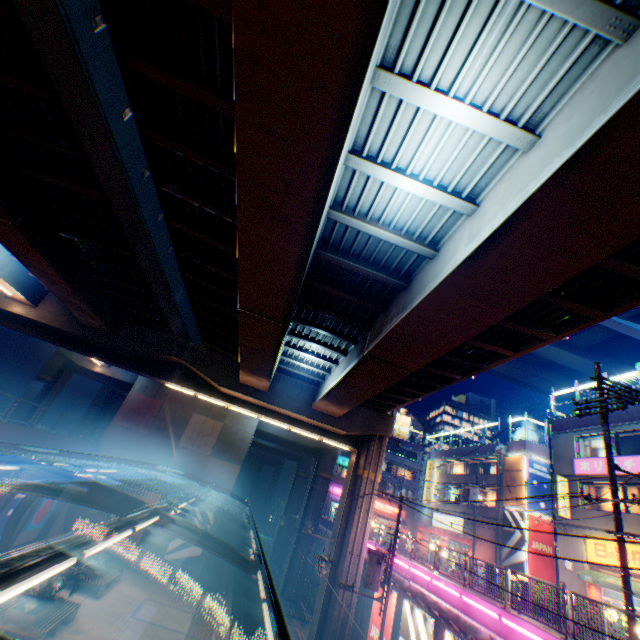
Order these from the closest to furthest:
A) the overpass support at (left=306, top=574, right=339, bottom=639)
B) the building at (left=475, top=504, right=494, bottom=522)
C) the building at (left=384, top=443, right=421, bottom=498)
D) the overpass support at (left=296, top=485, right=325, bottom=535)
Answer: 1. the overpass support at (left=306, top=574, right=339, bottom=639)
2. the building at (left=475, top=504, right=494, bottom=522)
3. the overpass support at (left=296, top=485, right=325, bottom=535)
4. the building at (left=384, top=443, right=421, bottom=498)

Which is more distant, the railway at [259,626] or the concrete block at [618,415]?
the railway at [259,626]

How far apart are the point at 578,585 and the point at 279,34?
29.2 meters

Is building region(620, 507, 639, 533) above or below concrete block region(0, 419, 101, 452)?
above

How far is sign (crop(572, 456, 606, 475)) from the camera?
19.94m

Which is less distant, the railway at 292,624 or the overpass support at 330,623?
the overpass support at 330,623

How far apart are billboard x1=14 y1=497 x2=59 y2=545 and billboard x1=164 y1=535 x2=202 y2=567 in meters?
8.7

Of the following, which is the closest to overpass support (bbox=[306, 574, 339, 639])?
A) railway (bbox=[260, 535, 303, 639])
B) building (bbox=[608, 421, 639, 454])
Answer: railway (bbox=[260, 535, 303, 639])
